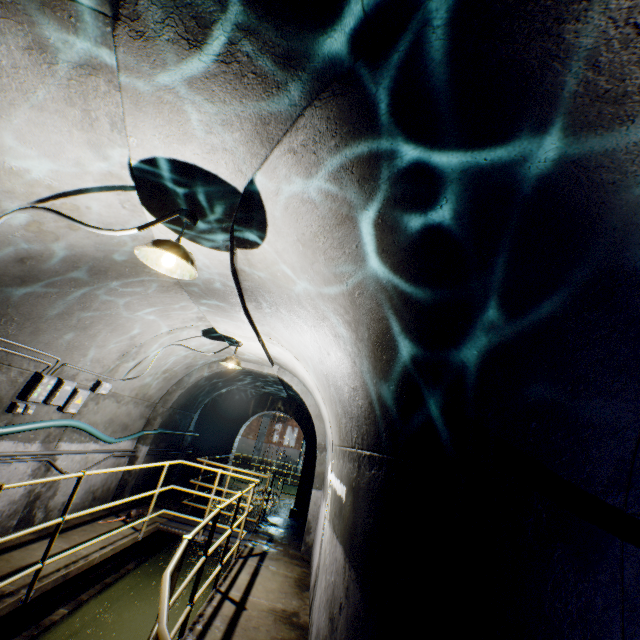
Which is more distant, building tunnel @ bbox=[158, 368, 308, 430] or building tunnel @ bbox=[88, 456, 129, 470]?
building tunnel @ bbox=[158, 368, 308, 430]

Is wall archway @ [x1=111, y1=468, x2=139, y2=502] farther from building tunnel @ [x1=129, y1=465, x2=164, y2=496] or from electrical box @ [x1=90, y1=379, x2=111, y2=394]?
electrical box @ [x1=90, y1=379, x2=111, y2=394]

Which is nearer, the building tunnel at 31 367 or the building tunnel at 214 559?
the building tunnel at 31 367

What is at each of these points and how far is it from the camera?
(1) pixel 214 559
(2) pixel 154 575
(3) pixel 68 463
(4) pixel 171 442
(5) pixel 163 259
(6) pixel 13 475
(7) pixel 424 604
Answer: (1) building tunnel, 8.05m
(2) building tunnel, 6.60m
(3) building tunnel, 5.62m
(4) building tunnel, 9.49m
(5) ceiling light, 2.53m
(6) building tunnel, 4.62m
(7) building tunnel, 1.92m

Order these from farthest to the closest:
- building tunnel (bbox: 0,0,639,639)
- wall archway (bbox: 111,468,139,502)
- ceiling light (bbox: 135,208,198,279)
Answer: wall archway (bbox: 111,468,139,502) < ceiling light (bbox: 135,208,198,279) < building tunnel (bbox: 0,0,639,639)

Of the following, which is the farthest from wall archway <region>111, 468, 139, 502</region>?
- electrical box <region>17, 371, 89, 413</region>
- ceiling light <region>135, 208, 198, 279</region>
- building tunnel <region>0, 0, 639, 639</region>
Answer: ceiling light <region>135, 208, 198, 279</region>

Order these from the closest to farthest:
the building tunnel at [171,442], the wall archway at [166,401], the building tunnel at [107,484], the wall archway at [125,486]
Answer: the building tunnel at [107,484] < the wall archway at [125,486] < the wall archway at [166,401] < the building tunnel at [171,442]

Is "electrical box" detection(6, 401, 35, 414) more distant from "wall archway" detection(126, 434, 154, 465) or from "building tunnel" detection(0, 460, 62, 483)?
"wall archway" detection(126, 434, 154, 465)
